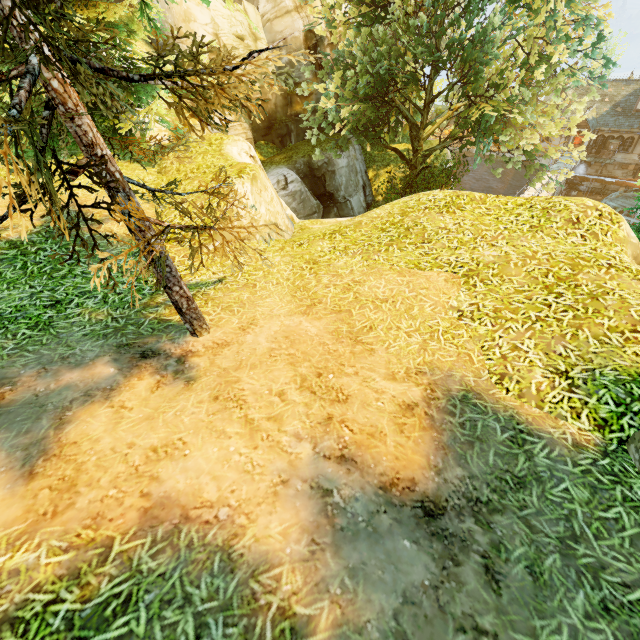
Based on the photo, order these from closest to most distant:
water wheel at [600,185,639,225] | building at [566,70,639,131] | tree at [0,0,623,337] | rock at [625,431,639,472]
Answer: tree at [0,0,623,337] → rock at [625,431,639,472] → building at [566,70,639,131] → water wheel at [600,185,639,225]

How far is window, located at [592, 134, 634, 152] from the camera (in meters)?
33.50

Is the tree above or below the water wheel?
above

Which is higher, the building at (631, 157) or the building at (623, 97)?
the building at (623, 97)

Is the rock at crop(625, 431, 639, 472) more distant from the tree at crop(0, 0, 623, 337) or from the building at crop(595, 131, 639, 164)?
the building at crop(595, 131, 639, 164)

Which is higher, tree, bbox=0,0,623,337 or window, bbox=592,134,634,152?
tree, bbox=0,0,623,337

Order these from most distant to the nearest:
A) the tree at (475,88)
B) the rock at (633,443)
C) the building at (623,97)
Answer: the building at (623,97) < the rock at (633,443) < the tree at (475,88)

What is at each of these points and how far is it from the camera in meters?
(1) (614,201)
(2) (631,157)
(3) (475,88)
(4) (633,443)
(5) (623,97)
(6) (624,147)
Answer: (1) water wheel, 35.0 m
(2) building, 34.2 m
(3) tree, 18.3 m
(4) rock, 3.3 m
(5) building, 33.6 m
(6) window, 34.1 m
